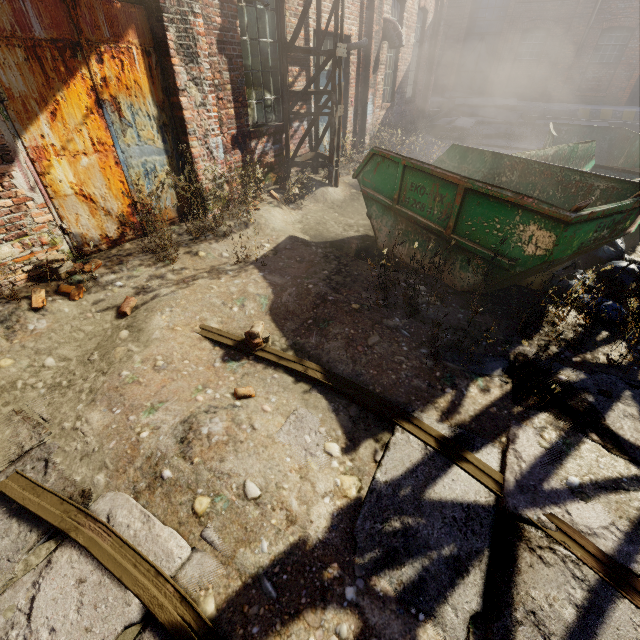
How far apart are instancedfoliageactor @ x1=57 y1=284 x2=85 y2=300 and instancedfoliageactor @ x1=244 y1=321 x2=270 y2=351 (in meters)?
1.86

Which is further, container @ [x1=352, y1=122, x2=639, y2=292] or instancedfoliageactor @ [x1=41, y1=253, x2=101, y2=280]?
instancedfoliageactor @ [x1=41, y1=253, x2=101, y2=280]

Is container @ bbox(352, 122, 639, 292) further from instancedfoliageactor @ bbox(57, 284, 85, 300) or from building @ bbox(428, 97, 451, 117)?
building @ bbox(428, 97, 451, 117)

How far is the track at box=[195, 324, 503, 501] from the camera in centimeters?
232cm

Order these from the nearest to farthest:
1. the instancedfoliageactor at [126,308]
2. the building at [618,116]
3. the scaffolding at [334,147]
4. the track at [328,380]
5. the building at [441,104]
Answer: the track at [328,380] < the instancedfoliageactor at [126,308] < the scaffolding at [334,147] < the building at [618,116] < the building at [441,104]

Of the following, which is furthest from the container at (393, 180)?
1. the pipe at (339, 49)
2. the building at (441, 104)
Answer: the building at (441, 104)

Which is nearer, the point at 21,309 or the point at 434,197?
the point at 21,309

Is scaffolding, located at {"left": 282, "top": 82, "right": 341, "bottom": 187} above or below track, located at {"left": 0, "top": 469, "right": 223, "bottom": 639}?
above
